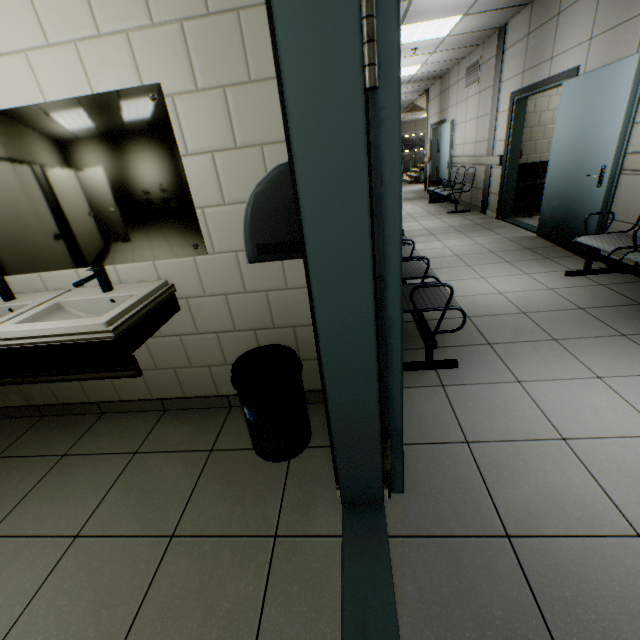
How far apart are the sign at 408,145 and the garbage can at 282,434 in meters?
24.4

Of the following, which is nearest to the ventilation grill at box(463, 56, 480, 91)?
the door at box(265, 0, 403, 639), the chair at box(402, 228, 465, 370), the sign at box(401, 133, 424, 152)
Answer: the chair at box(402, 228, 465, 370)

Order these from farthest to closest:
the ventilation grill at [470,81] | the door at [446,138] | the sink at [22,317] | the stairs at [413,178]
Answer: the stairs at [413,178] → the door at [446,138] → the ventilation grill at [470,81] → the sink at [22,317]

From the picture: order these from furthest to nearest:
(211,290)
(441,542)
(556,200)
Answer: (556,200) < (211,290) < (441,542)

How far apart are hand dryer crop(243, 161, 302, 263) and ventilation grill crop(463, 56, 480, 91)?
8.4 meters

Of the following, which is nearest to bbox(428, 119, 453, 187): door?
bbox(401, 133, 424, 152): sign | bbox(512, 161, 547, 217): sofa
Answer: bbox(512, 161, 547, 217): sofa

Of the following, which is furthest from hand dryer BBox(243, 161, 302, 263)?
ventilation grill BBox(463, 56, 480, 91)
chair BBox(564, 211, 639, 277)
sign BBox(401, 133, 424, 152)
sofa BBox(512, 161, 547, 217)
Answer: sign BBox(401, 133, 424, 152)

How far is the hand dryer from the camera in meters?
1.0
